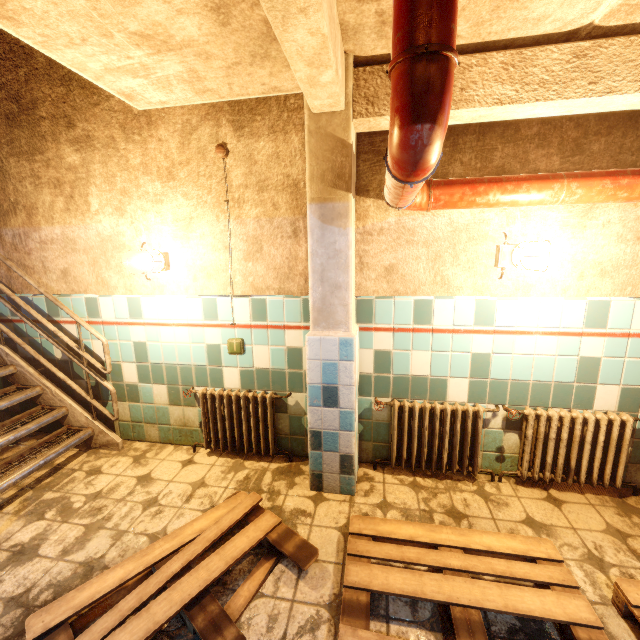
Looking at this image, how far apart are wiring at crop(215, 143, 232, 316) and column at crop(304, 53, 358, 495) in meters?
0.7 m

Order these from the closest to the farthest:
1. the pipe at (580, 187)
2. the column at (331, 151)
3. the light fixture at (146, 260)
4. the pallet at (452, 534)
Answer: the pipe at (580, 187) → the pallet at (452, 534) → the column at (331, 151) → the light fixture at (146, 260)

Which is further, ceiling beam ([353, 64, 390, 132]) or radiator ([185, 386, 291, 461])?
radiator ([185, 386, 291, 461])

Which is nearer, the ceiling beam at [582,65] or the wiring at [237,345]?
the ceiling beam at [582,65]

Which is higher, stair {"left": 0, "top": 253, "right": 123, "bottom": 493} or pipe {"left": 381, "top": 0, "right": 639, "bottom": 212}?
pipe {"left": 381, "top": 0, "right": 639, "bottom": 212}

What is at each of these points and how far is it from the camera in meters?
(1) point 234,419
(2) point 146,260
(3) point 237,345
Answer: (1) radiator, 2.8 m
(2) light fixture, 2.6 m
(3) wiring, 2.8 m

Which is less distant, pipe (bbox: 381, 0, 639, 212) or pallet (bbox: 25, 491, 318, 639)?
pipe (bbox: 381, 0, 639, 212)

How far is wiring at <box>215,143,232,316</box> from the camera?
2.5 meters
